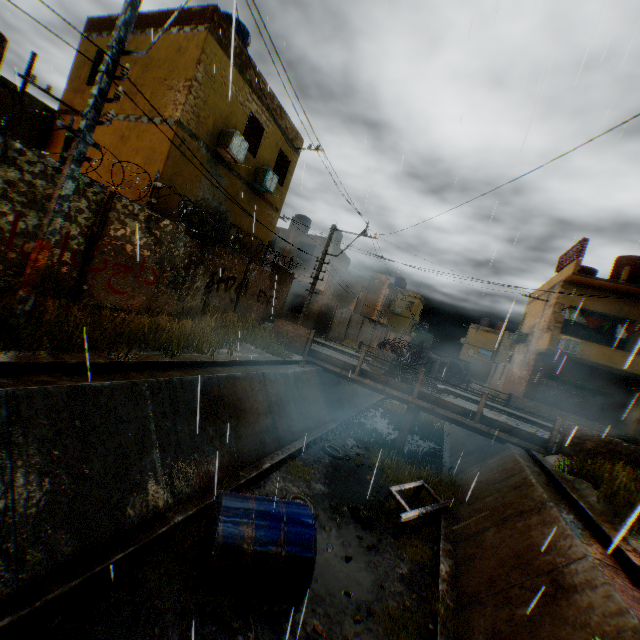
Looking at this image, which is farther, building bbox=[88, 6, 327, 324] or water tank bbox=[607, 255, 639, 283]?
water tank bbox=[607, 255, 639, 283]

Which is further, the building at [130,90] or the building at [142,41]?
the building at [142,41]

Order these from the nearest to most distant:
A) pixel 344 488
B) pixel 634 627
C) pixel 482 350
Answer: pixel 634 627
pixel 344 488
pixel 482 350

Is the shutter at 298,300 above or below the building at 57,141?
below

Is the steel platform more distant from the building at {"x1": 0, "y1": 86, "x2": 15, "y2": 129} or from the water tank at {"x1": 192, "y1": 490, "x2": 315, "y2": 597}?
the building at {"x1": 0, "y1": 86, "x2": 15, "y2": 129}

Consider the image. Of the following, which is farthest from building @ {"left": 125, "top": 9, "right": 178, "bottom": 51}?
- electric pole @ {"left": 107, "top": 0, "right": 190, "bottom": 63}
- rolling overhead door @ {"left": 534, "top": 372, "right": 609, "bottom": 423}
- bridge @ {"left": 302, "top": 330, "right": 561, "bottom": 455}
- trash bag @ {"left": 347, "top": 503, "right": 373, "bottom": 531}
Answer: trash bag @ {"left": 347, "top": 503, "right": 373, "bottom": 531}

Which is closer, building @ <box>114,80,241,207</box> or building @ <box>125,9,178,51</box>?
building @ <box>114,80,241,207</box>

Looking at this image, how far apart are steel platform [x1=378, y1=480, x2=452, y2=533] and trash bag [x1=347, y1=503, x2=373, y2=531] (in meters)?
0.40
